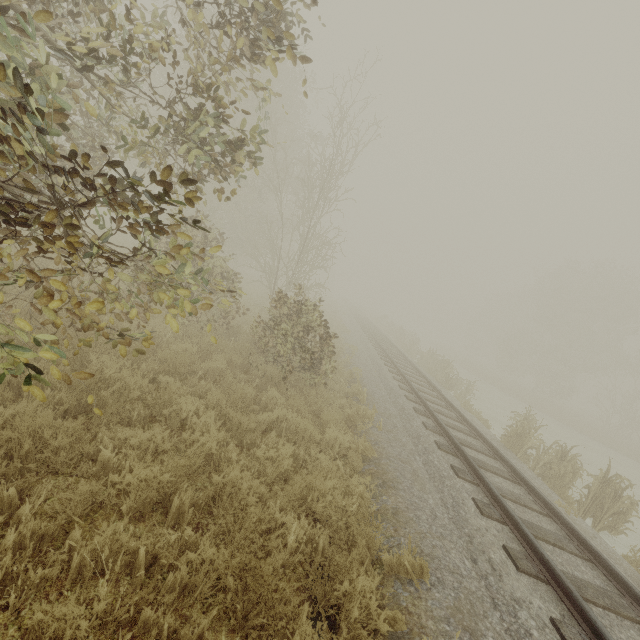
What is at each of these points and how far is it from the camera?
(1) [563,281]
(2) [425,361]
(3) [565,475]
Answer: (1) tree, 38.72m
(2) tree, 21.02m
(3) tree, 9.16m

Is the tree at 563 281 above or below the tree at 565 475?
above

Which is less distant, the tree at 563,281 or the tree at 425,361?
the tree at 425,361

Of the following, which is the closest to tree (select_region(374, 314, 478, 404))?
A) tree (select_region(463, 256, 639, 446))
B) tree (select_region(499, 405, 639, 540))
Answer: tree (select_region(499, 405, 639, 540))

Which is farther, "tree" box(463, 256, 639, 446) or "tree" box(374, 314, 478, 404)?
"tree" box(463, 256, 639, 446)

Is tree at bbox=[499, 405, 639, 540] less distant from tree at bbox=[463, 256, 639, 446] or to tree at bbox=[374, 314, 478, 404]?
tree at bbox=[374, 314, 478, 404]
